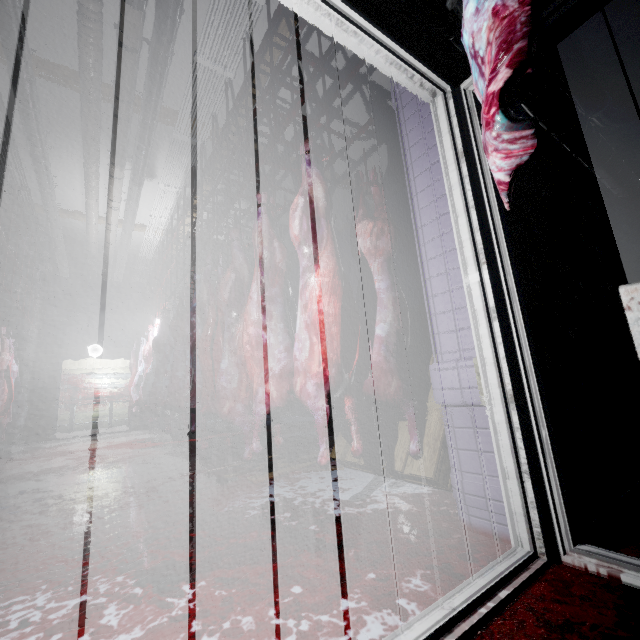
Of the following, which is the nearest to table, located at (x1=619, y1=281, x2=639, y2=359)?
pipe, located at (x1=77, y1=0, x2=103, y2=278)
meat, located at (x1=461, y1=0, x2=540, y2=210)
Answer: meat, located at (x1=461, y1=0, x2=540, y2=210)

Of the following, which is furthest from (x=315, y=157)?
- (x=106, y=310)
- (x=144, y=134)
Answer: (x=106, y=310)

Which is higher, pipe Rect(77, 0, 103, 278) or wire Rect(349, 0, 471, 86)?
pipe Rect(77, 0, 103, 278)

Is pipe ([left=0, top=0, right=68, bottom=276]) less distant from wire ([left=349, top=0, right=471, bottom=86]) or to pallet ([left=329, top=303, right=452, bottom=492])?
wire ([left=349, top=0, right=471, bottom=86])

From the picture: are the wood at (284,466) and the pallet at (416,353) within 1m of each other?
yes

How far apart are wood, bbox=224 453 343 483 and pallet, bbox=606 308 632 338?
2.2m

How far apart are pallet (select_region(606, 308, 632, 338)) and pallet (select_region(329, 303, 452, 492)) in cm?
57

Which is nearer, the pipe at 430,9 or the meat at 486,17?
the meat at 486,17
